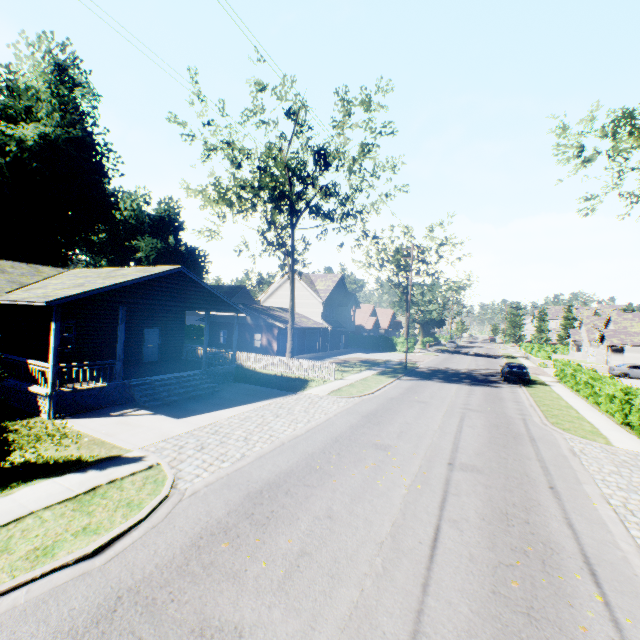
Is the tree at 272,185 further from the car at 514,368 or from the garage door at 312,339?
the car at 514,368

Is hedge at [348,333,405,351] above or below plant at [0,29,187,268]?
below

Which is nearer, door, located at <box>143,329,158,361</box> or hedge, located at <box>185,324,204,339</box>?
door, located at <box>143,329,158,361</box>

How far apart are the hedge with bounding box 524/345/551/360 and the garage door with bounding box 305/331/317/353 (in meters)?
29.27

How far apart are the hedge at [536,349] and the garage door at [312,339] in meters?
29.3 m

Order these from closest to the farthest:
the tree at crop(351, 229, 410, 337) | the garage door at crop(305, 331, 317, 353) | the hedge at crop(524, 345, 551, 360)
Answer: the garage door at crop(305, 331, 317, 353)
the hedge at crop(524, 345, 551, 360)
the tree at crop(351, 229, 410, 337)

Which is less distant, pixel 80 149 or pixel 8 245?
pixel 8 245

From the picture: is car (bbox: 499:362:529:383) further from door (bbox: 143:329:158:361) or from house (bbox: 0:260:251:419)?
door (bbox: 143:329:158:361)
